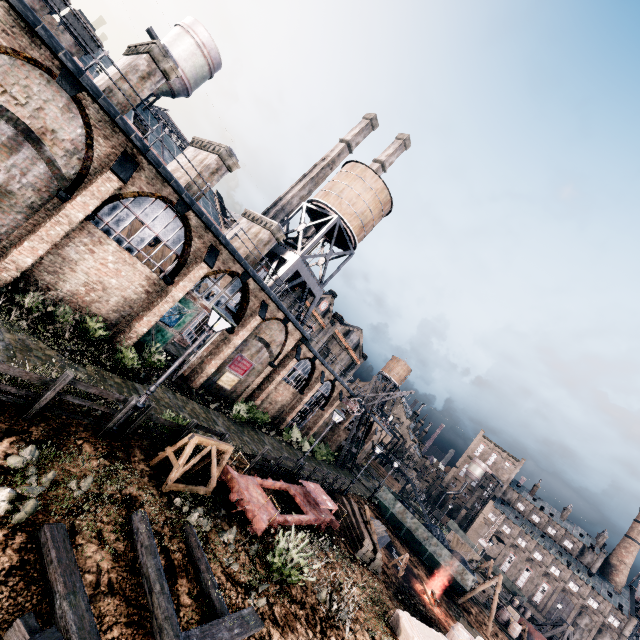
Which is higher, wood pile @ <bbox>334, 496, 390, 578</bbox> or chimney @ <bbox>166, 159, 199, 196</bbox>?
chimney @ <bbox>166, 159, 199, 196</bbox>

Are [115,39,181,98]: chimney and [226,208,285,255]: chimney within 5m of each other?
no

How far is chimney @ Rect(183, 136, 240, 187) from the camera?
19.9 meters

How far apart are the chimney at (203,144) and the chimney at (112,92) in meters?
3.8 m

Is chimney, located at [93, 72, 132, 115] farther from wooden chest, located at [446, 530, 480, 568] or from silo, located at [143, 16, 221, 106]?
wooden chest, located at [446, 530, 480, 568]

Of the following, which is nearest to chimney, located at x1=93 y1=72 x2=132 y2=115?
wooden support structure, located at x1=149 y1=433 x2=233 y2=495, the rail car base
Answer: wooden support structure, located at x1=149 y1=433 x2=233 y2=495

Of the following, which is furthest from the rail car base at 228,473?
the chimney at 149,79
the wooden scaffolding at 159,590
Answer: the chimney at 149,79

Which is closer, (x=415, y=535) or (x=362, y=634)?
(x=362, y=634)
